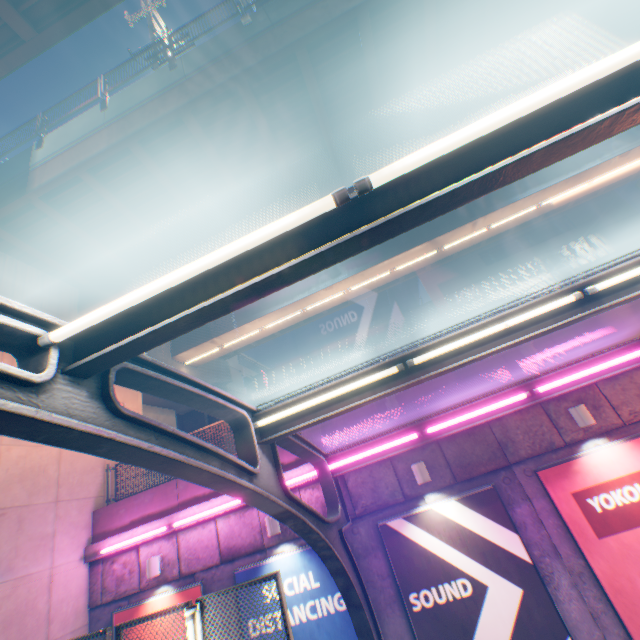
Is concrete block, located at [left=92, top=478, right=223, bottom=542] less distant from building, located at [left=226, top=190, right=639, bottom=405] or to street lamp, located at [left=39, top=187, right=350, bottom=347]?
street lamp, located at [left=39, top=187, right=350, bottom=347]

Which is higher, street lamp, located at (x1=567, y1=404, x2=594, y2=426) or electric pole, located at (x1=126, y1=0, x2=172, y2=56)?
electric pole, located at (x1=126, y1=0, x2=172, y2=56)

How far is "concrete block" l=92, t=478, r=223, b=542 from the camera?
8.8m

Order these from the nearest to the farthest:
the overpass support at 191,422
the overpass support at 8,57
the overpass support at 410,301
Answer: the overpass support at 8,57
the overpass support at 191,422
the overpass support at 410,301

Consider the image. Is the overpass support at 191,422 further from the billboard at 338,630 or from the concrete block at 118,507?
the billboard at 338,630

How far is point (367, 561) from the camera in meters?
7.1 m

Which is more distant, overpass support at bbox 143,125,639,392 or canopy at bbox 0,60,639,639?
overpass support at bbox 143,125,639,392

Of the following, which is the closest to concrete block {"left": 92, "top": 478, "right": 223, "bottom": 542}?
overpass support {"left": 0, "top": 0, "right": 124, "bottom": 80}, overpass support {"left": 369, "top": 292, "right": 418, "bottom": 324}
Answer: overpass support {"left": 0, "top": 0, "right": 124, "bottom": 80}
